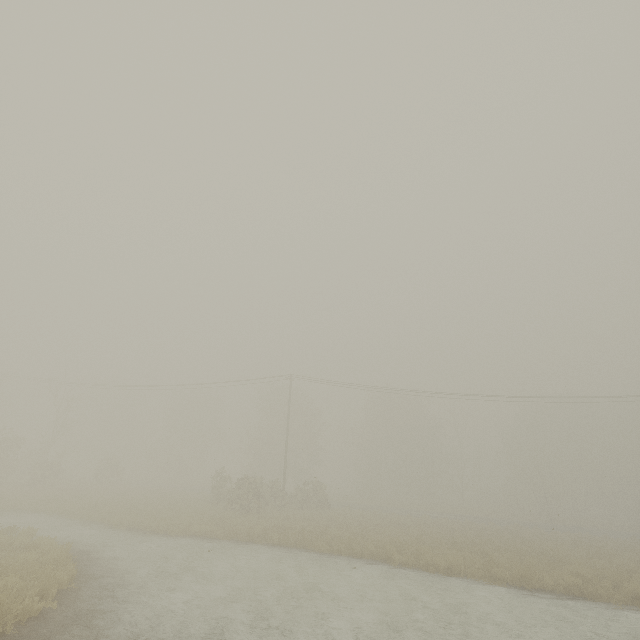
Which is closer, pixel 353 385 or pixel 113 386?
pixel 353 385
